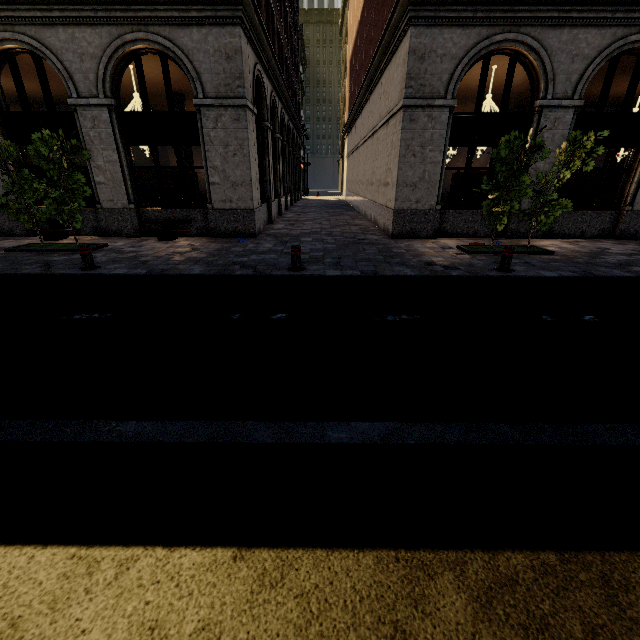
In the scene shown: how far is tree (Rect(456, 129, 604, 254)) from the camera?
8.2m

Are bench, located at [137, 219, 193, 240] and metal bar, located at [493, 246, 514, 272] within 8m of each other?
no

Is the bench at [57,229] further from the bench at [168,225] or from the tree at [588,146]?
the tree at [588,146]

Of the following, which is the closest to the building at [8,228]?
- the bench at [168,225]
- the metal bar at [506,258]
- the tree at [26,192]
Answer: the bench at [168,225]

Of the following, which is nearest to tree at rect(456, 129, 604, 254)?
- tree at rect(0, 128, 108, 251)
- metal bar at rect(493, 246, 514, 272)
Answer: metal bar at rect(493, 246, 514, 272)

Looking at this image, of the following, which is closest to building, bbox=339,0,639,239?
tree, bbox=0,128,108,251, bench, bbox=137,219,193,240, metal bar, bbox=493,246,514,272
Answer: bench, bbox=137,219,193,240

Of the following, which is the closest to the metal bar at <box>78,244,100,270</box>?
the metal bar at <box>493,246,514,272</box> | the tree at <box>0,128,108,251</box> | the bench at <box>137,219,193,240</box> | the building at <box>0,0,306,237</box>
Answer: the tree at <box>0,128,108,251</box>

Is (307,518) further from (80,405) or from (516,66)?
(516,66)
